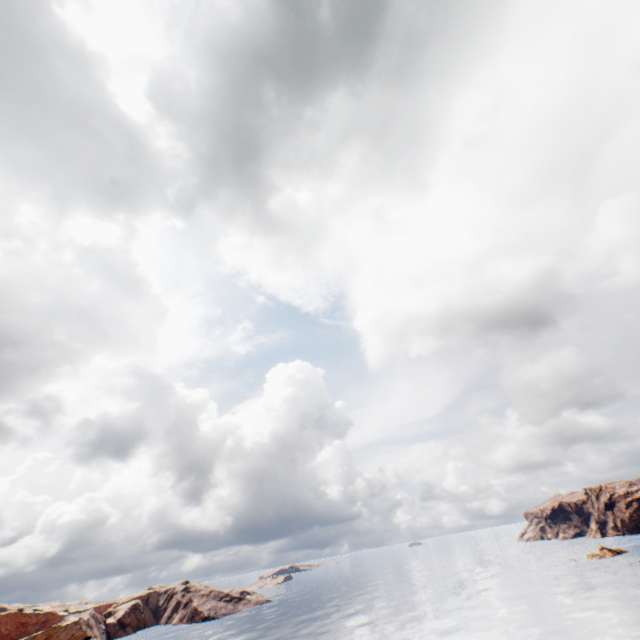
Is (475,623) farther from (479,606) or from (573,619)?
(573,619)
